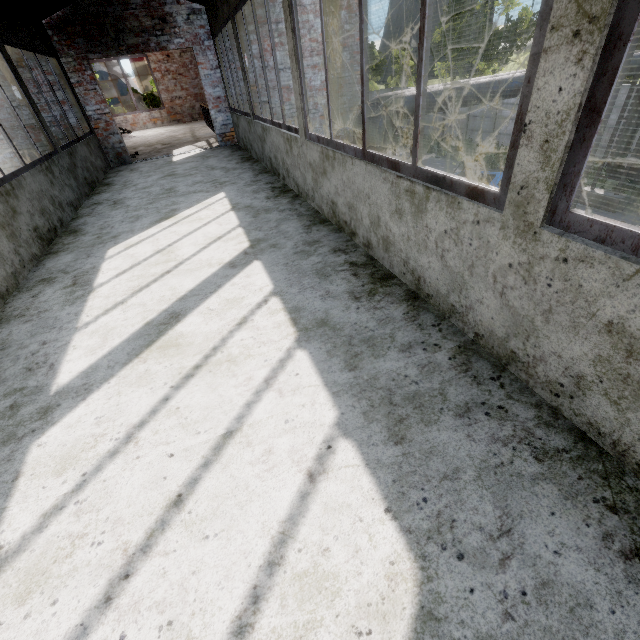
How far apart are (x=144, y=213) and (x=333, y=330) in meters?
4.3

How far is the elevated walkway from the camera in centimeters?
962cm

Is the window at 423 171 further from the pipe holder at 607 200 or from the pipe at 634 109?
the pipe holder at 607 200

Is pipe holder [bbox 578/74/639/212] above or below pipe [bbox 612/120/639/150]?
below

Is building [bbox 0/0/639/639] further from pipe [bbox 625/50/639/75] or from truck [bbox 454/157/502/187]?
truck [bbox 454/157/502/187]

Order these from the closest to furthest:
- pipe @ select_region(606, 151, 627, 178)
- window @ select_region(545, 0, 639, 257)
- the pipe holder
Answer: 1. window @ select_region(545, 0, 639, 257)
2. the pipe holder
3. pipe @ select_region(606, 151, 627, 178)

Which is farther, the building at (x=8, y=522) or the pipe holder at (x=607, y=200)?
the pipe holder at (x=607, y=200)

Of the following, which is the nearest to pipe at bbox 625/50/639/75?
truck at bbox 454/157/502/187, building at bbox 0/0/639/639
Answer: building at bbox 0/0/639/639
